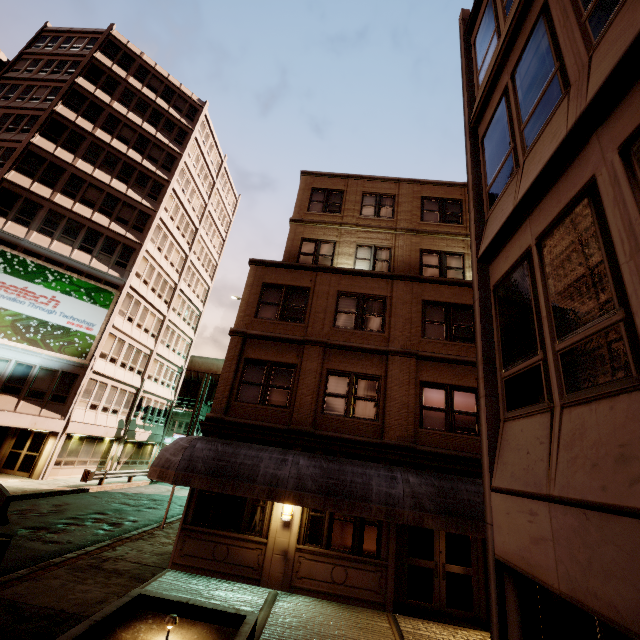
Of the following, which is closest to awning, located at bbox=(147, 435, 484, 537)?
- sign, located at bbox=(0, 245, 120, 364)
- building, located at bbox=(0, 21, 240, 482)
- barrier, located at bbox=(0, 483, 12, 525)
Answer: barrier, located at bbox=(0, 483, 12, 525)

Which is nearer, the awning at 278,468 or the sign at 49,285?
the awning at 278,468

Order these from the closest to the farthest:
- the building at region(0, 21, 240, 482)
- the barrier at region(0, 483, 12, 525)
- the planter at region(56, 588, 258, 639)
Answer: the planter at region(56, 588, 258, 639), the barrier at region(0, 483, 12, 525), the building at region(0, 21, 240, 482)

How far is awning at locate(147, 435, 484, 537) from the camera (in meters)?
9.27

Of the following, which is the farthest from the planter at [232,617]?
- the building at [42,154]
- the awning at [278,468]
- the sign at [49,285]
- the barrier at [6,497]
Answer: the sign at [49,285]

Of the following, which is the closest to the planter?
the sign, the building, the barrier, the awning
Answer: the awning

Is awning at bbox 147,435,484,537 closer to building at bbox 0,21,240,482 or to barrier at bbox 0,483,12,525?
barrier at bbox 0,483,12,525

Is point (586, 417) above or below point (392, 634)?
above
